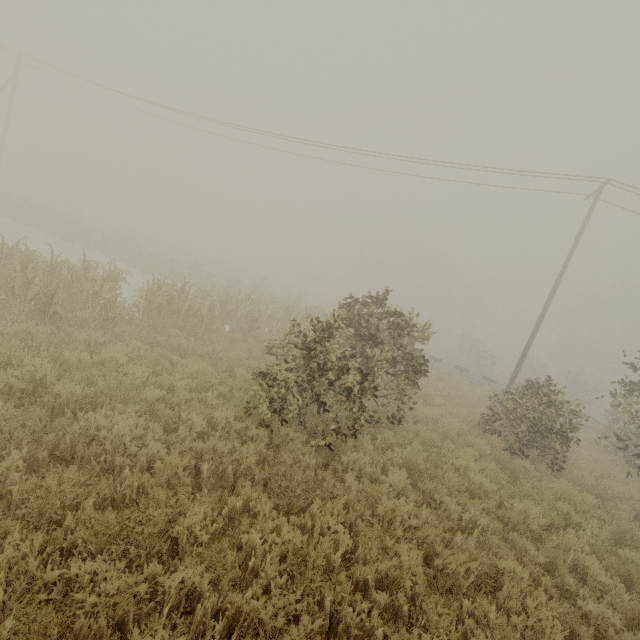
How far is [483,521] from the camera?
6.0 meters

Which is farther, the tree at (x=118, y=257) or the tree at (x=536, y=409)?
the tree at (x=536, y=409)

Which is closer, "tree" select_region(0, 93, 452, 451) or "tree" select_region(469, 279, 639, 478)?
"tree" select_region(0, 93, 452, 451)
